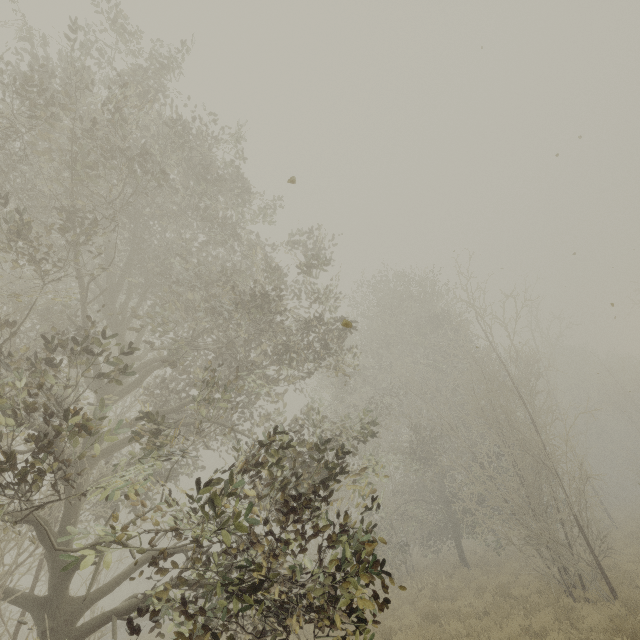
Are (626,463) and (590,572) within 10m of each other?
no
